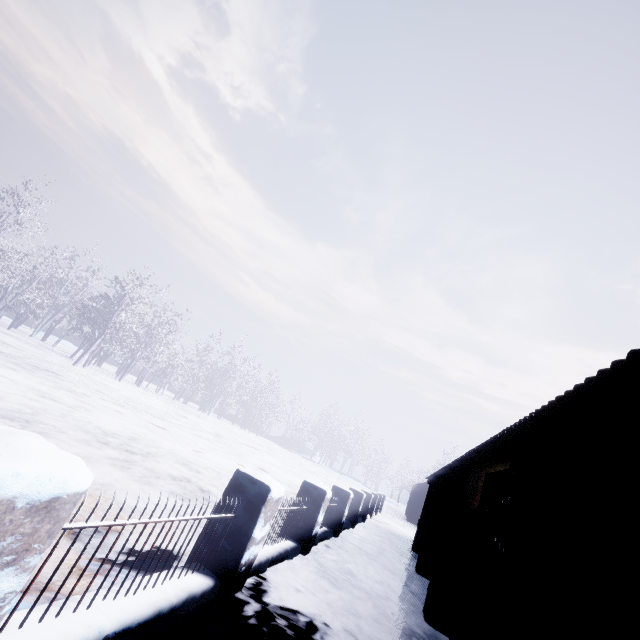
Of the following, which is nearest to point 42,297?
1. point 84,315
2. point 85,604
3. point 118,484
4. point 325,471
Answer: point 84,315
